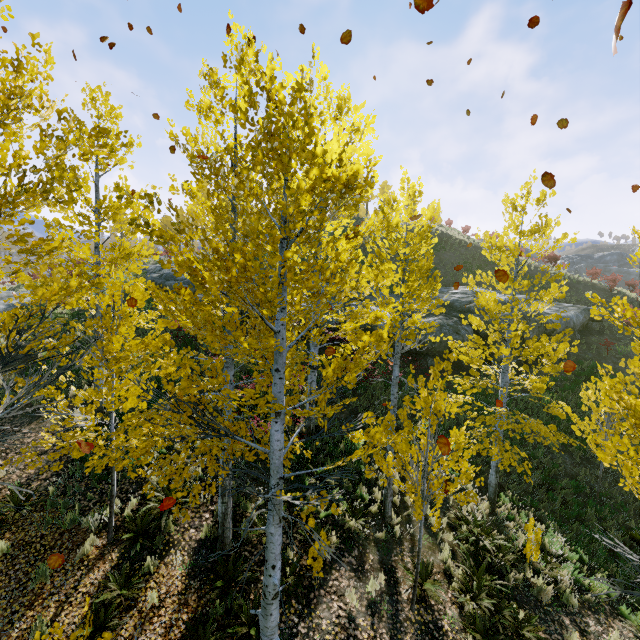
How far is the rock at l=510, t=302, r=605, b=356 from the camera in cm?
1847

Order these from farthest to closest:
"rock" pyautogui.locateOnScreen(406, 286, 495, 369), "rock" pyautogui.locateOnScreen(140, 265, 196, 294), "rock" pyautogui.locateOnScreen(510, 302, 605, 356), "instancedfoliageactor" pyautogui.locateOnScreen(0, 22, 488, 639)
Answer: "rock" pyautogui.locateOnScreen(140, 265, 196, 294), "rock" pyautogui.locateOnScreen(510, 302, 605, 356), "rock" pyautogui.locateOnScreen(406, 286, 495, 369), "instancedfoliageactor" pyautogui.locateOnScreen(0, 22, 488, 639)

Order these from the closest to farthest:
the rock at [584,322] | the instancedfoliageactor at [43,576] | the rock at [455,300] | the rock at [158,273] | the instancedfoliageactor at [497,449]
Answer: the instancedfoliageactor at [43,576] < the instancedfoliageactor at [497,449] < the rock at [455,300] < the rock at [584,322] < the rock at [158,273]

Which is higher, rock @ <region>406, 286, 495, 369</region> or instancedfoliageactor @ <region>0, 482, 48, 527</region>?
rock @ <region>406, 286, 495, 369</region>

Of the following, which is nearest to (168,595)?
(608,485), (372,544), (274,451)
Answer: (372,544)

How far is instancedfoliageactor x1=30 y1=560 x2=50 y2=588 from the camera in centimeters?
643cm

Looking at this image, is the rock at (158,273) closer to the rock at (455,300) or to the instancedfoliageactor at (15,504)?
the rock at (455,300)
